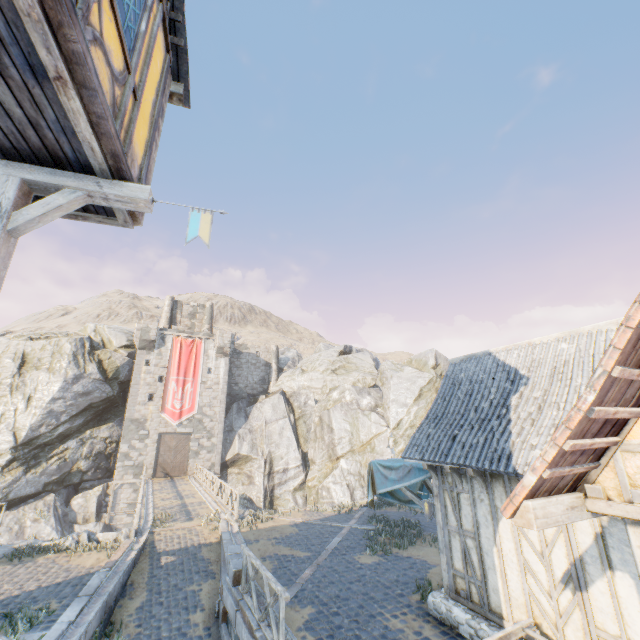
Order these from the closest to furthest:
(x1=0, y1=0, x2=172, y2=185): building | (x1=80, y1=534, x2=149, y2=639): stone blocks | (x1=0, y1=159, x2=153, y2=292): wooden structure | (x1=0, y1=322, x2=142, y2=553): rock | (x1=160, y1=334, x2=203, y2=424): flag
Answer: (x1=0, y1=0, x2=172, y2=185): building
(x1=0, y1=159, x2=153, y2=292): wooden structure
(x1=80, y1=534, x2=149, y2=639): stone blocks
(x1=0, y1=322, x2=142, y2=553): rock
(x1=160, y1=334, x2=203, y2=424): flag

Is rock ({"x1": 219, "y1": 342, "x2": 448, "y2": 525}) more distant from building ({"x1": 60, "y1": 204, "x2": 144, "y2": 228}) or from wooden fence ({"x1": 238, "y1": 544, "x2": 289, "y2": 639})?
wooden fence ({"x1": 238, "y1": 544, "x2": 289, "y2": 639})

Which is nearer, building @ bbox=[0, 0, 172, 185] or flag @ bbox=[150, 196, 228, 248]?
building @ bbox=[0, 0, 172, 185]

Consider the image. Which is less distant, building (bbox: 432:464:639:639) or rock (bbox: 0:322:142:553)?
building (bbox: 432:464:639:639)

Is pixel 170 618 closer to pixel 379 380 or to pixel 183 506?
pixel 183 506

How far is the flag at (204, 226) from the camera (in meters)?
3.85

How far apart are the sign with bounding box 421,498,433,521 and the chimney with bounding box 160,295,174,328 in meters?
35.6

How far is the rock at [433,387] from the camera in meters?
29.4
